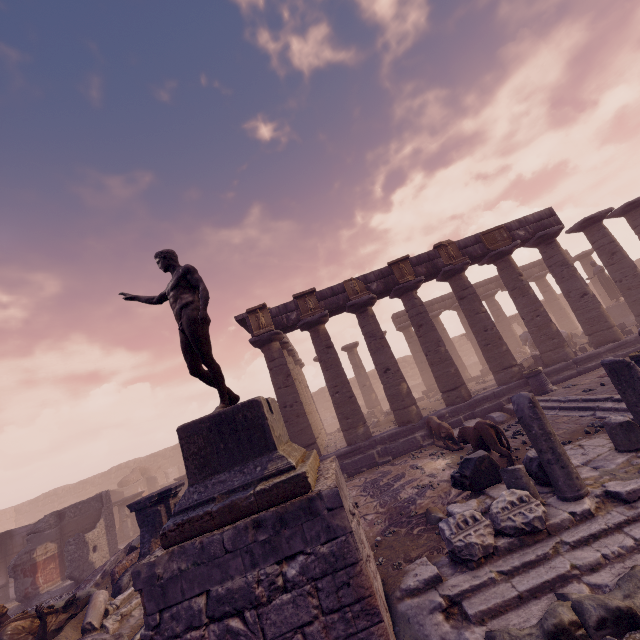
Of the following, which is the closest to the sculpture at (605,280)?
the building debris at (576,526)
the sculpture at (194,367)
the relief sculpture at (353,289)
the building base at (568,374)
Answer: the building base at (568,374)

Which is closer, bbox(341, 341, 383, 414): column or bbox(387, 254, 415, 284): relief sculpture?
bbox(387, 254, 415, 284): relief sculpture

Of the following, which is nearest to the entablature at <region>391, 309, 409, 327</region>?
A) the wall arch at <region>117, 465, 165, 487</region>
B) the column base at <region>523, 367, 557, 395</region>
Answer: the column base at <region>523, 367, 557, 395</region>

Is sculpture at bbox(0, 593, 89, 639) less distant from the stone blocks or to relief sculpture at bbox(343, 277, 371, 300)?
relief sculpture at bbox(343, 277, 371, 300)

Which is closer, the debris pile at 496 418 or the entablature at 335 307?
the debris pile at 496 418

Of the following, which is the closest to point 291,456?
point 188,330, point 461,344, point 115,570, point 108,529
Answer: point 188,330

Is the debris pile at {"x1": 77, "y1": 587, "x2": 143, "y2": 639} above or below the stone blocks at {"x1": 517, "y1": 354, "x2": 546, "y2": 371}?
below

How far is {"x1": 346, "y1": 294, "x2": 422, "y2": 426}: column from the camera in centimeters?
1266cm
